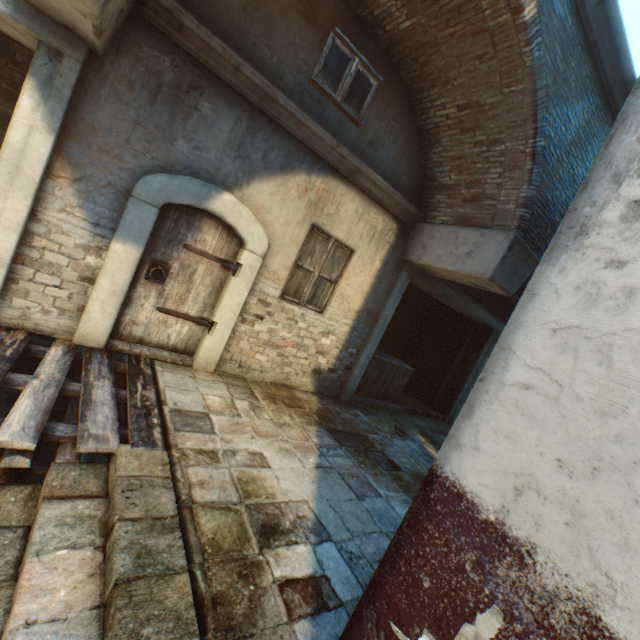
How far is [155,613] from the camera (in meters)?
1.72

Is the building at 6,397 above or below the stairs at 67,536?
below

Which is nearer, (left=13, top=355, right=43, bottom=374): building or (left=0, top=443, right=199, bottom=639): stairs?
(left=0, top=443, right=199, bottom=639): stairs

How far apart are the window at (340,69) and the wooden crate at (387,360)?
4.3 meters

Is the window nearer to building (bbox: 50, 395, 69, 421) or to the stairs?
building (bbox: 50, 395, 69, 421)

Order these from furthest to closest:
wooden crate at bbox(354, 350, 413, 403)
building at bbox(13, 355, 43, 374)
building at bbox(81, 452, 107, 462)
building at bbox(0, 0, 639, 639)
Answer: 1. wooden crate at bbox(354, 350, 413, 403)
2. building at bbox(81, 452, 107, 462)
3. building at bbox(13, 355, 43, 374)
4. building at bbox(0, 0, 639, 639)

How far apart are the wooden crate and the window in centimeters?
431cm

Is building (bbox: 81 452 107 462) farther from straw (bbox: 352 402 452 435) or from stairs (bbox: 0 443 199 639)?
stairs (bbox: 0 443 199 639)
